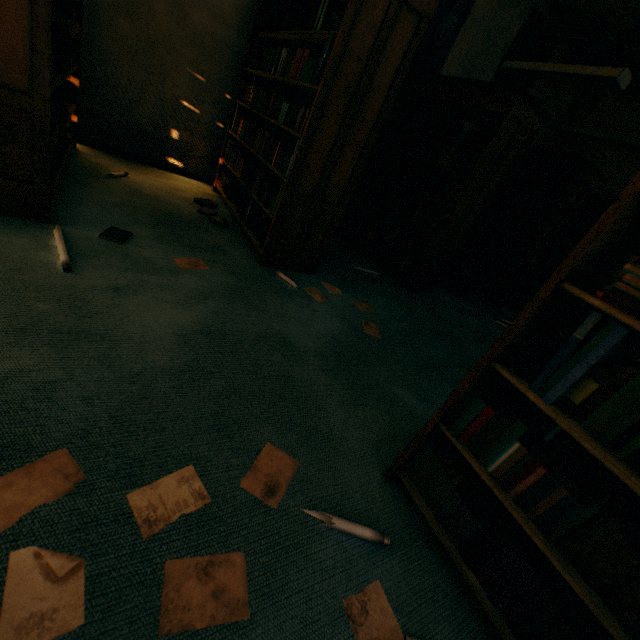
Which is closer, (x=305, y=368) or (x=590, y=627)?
(x=590, y=627)

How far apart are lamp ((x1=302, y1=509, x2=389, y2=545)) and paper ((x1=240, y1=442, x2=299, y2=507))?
0.1m

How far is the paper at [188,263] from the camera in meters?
2.3 m

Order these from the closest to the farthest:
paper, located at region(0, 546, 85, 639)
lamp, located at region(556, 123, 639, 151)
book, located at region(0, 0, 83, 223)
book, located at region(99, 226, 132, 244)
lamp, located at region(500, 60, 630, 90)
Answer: paper, located at region(0, 546, 85, 639)
book, located at region(0, 0, 83, 223)
book, located at region(99, 226, 132, 244)
lamp, located at region(500, 60, 630, 90)
lamp, located at region(556, 123, 639, 151)

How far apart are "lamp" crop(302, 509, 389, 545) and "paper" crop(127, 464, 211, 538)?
0.35m

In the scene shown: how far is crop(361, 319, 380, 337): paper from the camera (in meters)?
2.60

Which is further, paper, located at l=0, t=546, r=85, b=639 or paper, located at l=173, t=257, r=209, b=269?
paper, located at l=173, t=257, r=209, b=269

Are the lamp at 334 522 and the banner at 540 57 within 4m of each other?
no
